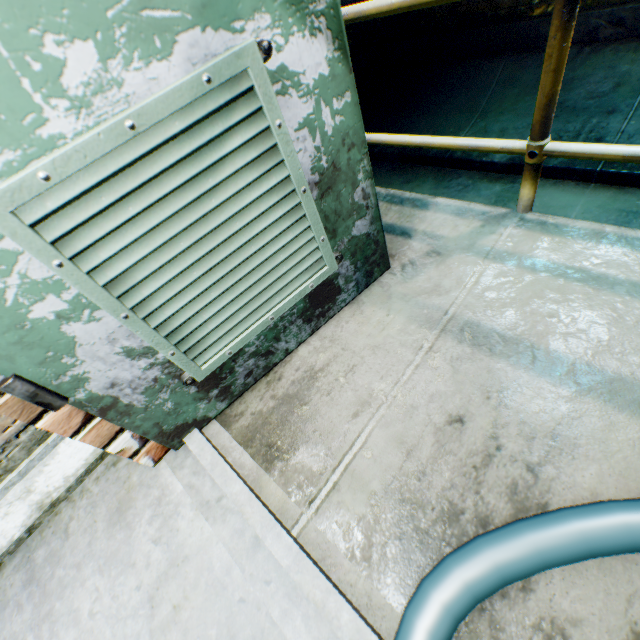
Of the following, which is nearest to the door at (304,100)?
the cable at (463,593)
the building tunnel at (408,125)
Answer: the building tunnel at (408,125)

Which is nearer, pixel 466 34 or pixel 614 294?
pixel 614 294

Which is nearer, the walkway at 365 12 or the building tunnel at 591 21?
the walkway at 365 12

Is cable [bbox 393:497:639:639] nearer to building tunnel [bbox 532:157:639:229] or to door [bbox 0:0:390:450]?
building tunnel [bbox 532:157:639:229]

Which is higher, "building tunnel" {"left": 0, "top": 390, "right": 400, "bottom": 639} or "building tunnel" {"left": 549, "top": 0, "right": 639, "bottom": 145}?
"building tunnel" {"left": 0, "top": 390, "right": 400, "bottom": 639}

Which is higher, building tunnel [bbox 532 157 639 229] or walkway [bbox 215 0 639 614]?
walkway [bbox 215 0 639 614]

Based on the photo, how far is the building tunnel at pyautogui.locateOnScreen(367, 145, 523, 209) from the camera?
2.9 meters

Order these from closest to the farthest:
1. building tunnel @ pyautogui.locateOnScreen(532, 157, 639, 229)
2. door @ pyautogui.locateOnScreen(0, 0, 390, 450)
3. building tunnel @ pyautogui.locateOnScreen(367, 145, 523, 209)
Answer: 1. door @ pyautogui.locateOnScreen(0, 0, 390, 450)
2. building tunnel @ pyautogui.locateOnScreen(532, 157, 639, 229)
3. building tunnel @ pyautogui.locateOnScreen(367, 145, 523, 209)
